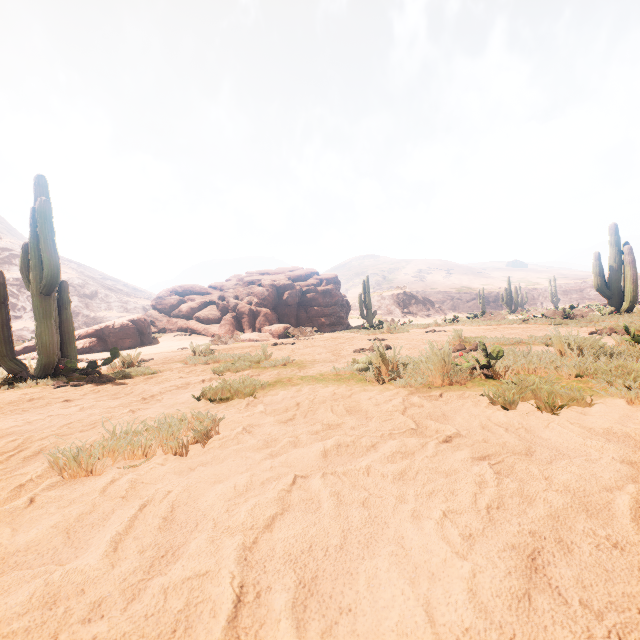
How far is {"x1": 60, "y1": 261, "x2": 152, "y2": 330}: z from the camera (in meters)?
39.50

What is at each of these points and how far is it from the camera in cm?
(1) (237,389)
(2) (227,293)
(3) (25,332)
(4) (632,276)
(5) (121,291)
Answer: (1) z, 306
(2) rock, 1844
(3) z, 3203
(4) instancedfoliageactor, 955
(5) z, 5694

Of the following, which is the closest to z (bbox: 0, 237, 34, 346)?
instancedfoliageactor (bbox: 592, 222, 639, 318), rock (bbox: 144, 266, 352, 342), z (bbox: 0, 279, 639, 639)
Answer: z (bbox: 0, 279, 639, 639)

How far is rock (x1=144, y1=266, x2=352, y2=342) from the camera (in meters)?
16.23

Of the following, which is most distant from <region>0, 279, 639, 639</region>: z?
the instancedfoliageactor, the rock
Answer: the rock

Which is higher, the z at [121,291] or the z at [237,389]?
the z at [121,291]

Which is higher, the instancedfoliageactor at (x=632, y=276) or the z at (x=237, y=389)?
the instancedfoliageactor at (x=632, y=276)
